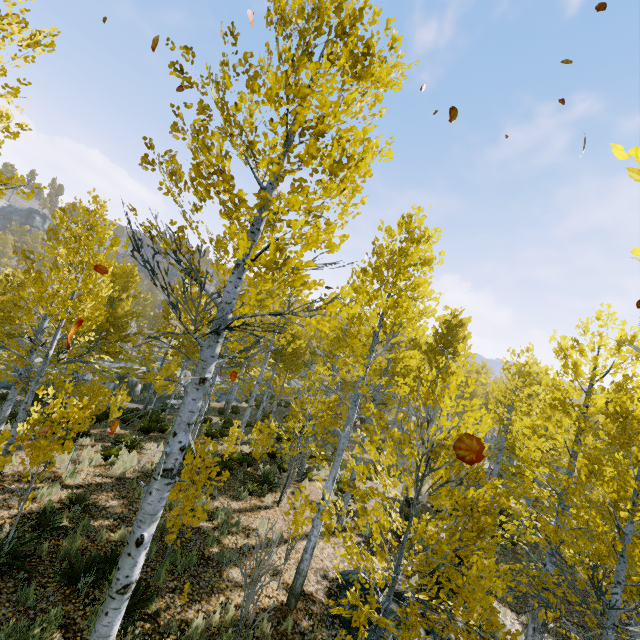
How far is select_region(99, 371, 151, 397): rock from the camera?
24.72m

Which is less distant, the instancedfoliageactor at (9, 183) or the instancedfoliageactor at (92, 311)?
the instancedfoliageactor at (92, 311)

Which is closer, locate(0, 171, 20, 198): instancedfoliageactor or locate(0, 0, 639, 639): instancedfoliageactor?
locate(0, 0, 639, 639): instancedfoliageactor

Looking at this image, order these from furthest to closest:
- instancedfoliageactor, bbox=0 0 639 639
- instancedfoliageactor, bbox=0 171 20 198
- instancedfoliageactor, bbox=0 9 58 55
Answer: instancedfoliageactor, bbox=0 171 20 198, instancedfoliageactor, bbox=0 9 58 55, instancedfoliageactor, bbox=0 0 639 639

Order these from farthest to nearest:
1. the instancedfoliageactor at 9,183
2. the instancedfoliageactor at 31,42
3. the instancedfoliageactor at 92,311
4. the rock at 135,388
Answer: the rock at 135,388
the instancedfoliageactor at 9,183
the instancedfoliageactor at 31,42
the instancedfoliageactor at 92,311

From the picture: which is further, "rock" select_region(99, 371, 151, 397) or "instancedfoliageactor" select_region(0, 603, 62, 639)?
"rock" select_region(99, 371, 151, 397)

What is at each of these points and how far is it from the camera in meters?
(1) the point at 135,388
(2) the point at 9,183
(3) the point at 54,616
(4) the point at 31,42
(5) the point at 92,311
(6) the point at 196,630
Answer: (1) rock, 27.7
(2) instancedfoliageactor, 4.7
(3) instancedfoliageactor, 4.9
(4) instancedfoliageactor, 4.5
(5) instancedfoliageactor, 8.1
(6) instancedfoliageactor, 5.5
